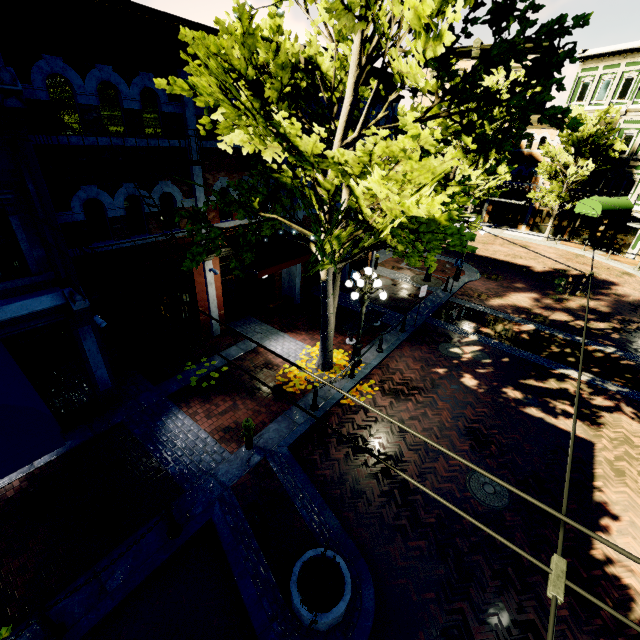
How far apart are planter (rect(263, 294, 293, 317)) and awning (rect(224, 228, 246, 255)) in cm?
215

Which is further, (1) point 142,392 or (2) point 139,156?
(1) point 142,392

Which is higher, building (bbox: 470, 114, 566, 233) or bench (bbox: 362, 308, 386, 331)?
building (bbox: 470, 114, 566, 233)

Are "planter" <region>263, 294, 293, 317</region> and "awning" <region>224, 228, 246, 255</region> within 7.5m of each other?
yes

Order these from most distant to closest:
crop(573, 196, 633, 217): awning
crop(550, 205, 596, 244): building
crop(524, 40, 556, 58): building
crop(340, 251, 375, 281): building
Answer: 1. crop(550, 205, 596, 244): building
2. crop(524, 40, 556, 58): building
3. crop(573, 196, 633, 217): awning
4. crop(340, 251, 375, 281): building

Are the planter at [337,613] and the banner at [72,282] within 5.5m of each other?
no

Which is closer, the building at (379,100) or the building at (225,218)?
the building at (225,218)

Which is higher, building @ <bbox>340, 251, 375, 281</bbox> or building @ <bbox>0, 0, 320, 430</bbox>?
building @ <bbox>0, 0, 320, 430</bbox>
